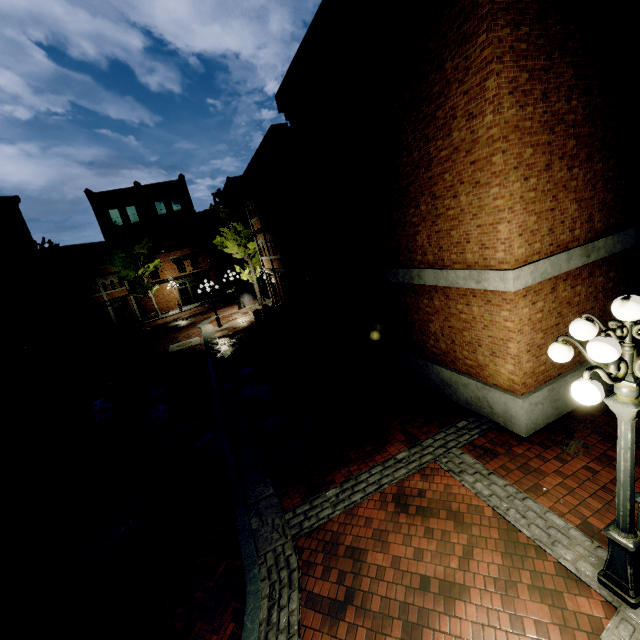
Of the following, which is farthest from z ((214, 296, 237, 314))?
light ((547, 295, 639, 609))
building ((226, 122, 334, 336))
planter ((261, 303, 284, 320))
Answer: light ((547, 295, 639, 609))

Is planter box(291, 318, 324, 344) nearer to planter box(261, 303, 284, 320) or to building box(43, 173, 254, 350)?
planter box(261, 303, 284, 320)

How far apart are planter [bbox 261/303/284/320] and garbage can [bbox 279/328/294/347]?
6.8m

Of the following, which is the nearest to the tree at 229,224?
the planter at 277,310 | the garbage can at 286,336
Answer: the planter at 277,310

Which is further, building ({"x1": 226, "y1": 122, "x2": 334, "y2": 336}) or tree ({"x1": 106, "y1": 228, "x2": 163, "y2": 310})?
tree ({"x1": 106, "y1": 228, "x2": 163, "y2": 310})

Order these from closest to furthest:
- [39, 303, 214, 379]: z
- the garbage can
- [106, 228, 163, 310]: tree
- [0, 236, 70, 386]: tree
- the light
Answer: the light
the garbage can
[0, 236, 70, 386]: tree
[39, 303, 214, 379]: z
[106, 228, 163, 310]: tree

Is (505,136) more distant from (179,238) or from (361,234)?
(179,238)

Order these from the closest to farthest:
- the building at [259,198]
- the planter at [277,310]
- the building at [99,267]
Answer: the building at [259,198] → the planter at [277,310] → the building at [99,267]
